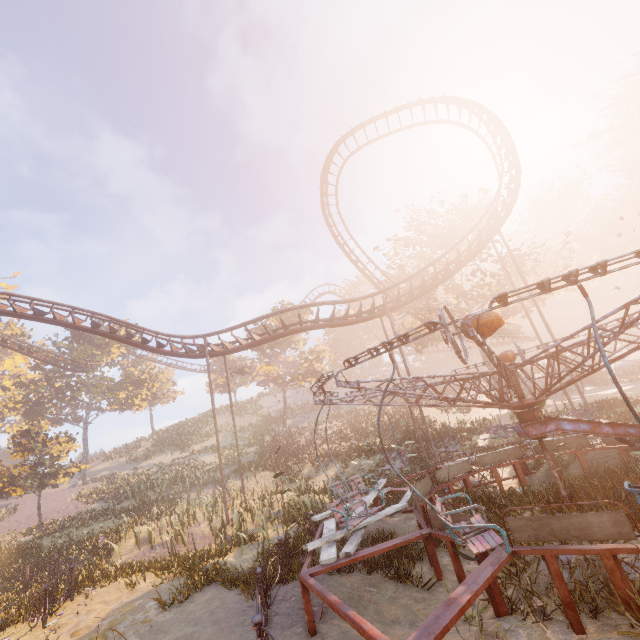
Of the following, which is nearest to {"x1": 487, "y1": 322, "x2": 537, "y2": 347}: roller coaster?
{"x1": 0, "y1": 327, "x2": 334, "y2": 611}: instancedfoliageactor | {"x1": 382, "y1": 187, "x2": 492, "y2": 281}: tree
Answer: {"x1": 382, "y1": 187, "x2": 492, "y2": 281}: tree

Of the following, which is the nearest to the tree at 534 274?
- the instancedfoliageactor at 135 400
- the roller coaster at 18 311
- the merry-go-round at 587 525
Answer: the roller coaster at 18 311

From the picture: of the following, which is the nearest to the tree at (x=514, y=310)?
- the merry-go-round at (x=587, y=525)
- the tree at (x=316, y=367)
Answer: the tree at (x=316, y=367)

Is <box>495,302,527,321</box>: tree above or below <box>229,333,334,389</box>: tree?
below

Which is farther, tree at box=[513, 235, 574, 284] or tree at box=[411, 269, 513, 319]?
tree at box=[411, 269, 513, 319]

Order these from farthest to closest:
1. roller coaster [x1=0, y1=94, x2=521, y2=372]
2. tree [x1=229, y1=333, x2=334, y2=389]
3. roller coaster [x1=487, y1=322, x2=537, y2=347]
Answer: tree [x1=229, y1=333, x2=334, y2=389]
roller coaster [x1=487, y1=322, x2=537, y2=347]
roller coaster [x1=0, y1=94, x2=521, y2=372]

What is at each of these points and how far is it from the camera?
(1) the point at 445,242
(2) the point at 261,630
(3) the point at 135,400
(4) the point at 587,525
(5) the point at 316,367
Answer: (1) tree, 28.2 meters
(2) merry-go-round, 4.4 meters
(3) instancedfoliageactor, 43.4 meters
(4) merry-go-round, 4.4 meters
(5) tree, 39.8 meters

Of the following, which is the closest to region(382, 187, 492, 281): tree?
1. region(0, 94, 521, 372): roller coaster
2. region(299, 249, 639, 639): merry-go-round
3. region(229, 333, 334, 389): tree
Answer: region(0, 94, 521, 372): roller coaster
